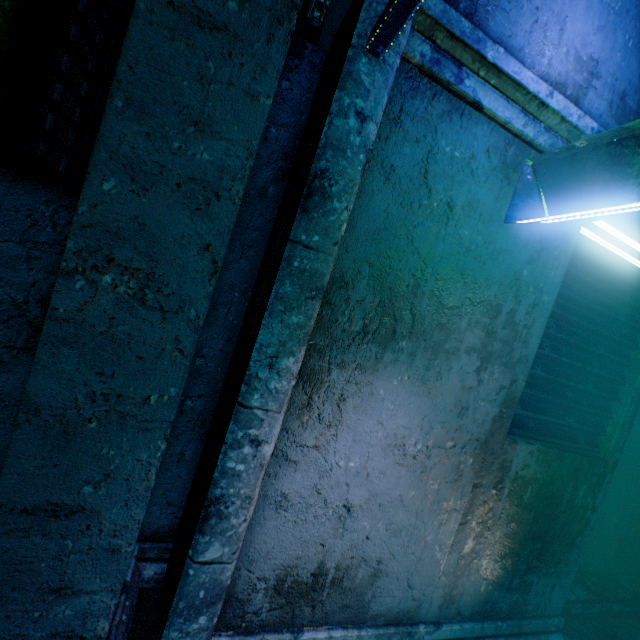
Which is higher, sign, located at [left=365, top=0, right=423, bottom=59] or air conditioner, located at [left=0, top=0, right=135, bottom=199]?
sign, located at [left=365, top=0, right=423, bottom=59]

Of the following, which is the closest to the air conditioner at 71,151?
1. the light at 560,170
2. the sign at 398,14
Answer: the sign at 398,14

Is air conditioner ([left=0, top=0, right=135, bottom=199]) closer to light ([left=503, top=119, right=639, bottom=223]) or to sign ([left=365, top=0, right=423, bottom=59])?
sign ([left=365, top=0, right=423, bottom=59])

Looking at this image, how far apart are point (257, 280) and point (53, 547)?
1.2 meters

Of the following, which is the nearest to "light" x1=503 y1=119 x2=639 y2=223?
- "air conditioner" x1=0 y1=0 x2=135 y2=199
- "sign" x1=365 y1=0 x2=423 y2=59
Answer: "sign" x1=365 y1=0 x2=423 y2=59
